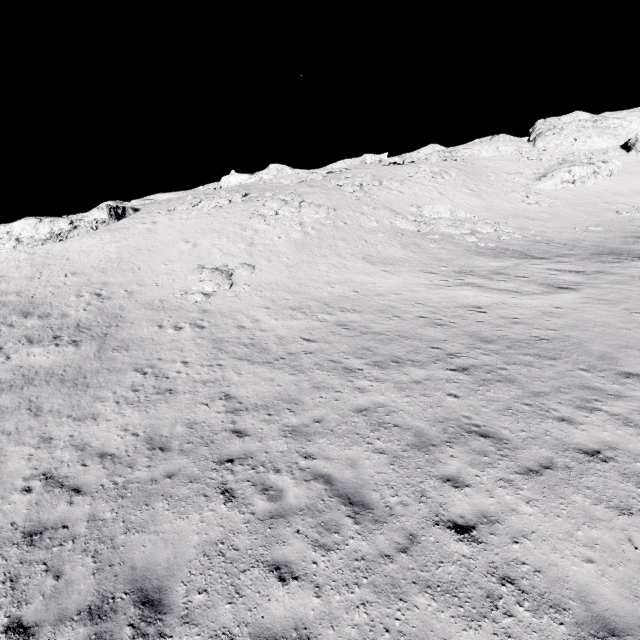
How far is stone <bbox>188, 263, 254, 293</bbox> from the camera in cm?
1995

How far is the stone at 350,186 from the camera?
33.4 meters

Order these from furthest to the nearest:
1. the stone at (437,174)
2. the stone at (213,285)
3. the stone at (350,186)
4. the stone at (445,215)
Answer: the stone at (437,174)
the stone at (350,186)
the stone at (445,215)
the stone at (213,285)

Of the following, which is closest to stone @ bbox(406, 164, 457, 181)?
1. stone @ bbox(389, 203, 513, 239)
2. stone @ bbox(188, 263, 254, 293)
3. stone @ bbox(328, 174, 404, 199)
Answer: stone @ bbox(328, 174, 404, 199)

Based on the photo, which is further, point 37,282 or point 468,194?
point 468,194

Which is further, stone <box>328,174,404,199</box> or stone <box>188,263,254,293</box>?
stone <box>328,174,404,199</box>

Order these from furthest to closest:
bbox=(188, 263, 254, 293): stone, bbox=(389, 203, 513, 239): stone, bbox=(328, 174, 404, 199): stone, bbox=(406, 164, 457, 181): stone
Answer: bbox=(406, 164, 457, 181): stone → bbox=(328, 174, 404, 199): stone → bbox=(389, 203, 513, 239): stone → bbox=(188, 263, 254, 293): stone
